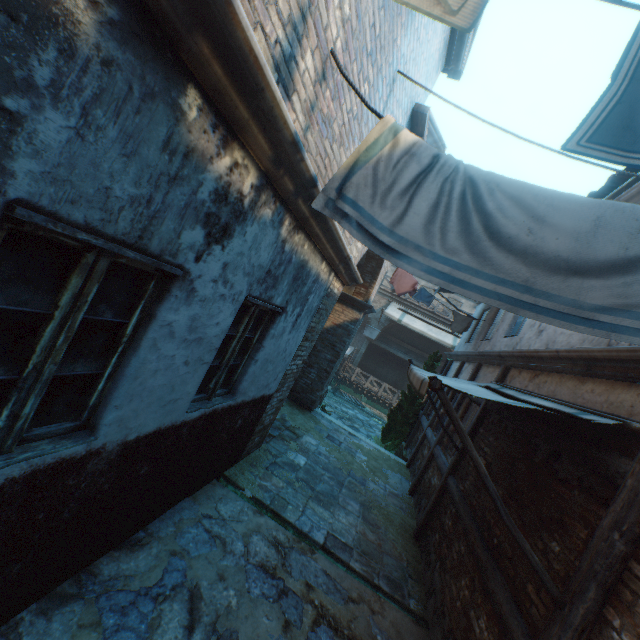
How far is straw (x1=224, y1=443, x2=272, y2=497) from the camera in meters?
5.1 m

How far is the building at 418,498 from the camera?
6.8 meters

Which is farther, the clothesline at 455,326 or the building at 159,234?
the clothesline at 455,326

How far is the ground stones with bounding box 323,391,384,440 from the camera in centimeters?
1509cm

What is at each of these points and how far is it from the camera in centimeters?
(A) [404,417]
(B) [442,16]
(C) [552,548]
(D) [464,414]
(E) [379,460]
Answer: (A) tree, 1239cm
(B) clothesline, 158cm
(C) building, 288cm
(D) building, 762cm
(E) straw, 934cm

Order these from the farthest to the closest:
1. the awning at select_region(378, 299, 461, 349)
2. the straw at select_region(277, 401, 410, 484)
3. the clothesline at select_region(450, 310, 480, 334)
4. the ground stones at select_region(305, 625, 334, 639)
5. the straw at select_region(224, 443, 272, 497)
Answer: the awning at select_region(378, 299, 461, 349)
the clothesline at select_region(450, 310, 480, 334)
the straw at select_region(277, 401, 410, 484)
the straw at select_region(224, 443, 272, 497)
the ground stones at select_region(305, 625, 334, 639)

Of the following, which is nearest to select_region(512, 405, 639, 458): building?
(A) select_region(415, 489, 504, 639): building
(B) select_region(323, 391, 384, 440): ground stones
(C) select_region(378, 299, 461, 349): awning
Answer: (C) select_region(378, 299, 461, 349): awning

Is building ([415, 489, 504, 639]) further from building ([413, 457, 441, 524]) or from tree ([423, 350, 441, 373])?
tree ([423, 350, 441, 373])
